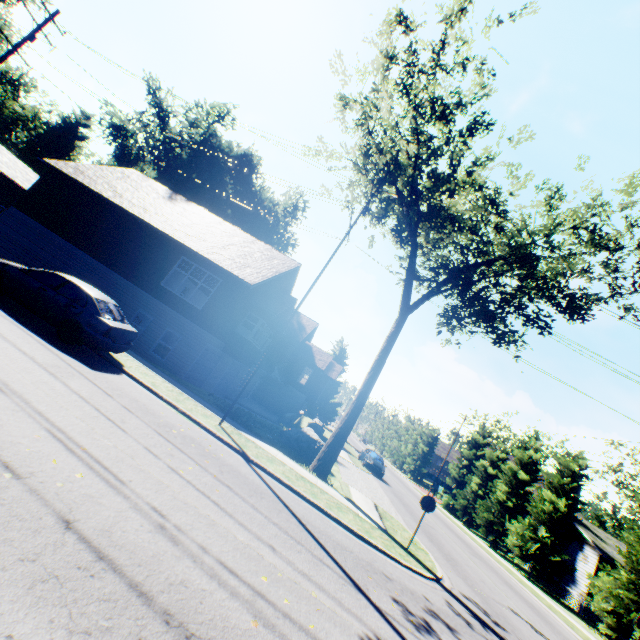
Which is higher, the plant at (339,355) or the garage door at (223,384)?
the plant at (339,355)

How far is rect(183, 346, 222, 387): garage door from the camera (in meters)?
18.08

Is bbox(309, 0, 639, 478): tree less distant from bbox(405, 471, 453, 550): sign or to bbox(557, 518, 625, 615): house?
bbox(557, 518, 625, 615): house

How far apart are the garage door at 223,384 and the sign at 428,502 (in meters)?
15.97

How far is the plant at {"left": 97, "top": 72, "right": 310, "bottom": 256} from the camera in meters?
40.3

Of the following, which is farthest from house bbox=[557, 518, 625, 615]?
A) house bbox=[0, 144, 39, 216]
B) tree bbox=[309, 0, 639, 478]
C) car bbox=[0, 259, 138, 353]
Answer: house bbox=[0, 144, 39, 216]

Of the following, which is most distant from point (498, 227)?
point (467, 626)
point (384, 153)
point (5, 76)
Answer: point (5, 76)

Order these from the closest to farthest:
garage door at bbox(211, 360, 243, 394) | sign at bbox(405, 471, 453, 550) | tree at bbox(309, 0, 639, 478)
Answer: sign at bbox(405, 471, 453, 550) < tree at bbox(309, 0, 639, 478) < garage door at bbox(211, 360, 243, 394)
